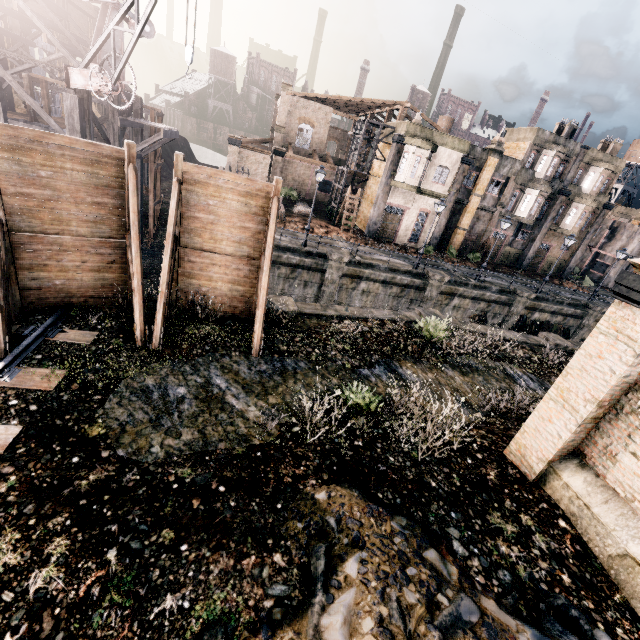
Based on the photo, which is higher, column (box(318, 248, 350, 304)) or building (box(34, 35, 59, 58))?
building (box(34, 35, 59, 58))

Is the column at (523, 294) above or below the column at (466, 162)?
below

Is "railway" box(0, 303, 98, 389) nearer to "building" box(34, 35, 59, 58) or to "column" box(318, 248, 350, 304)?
"column" box(318, 248, 350, 304)

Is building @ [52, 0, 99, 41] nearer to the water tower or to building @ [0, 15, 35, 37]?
building @ [0, 15, 35, 37]

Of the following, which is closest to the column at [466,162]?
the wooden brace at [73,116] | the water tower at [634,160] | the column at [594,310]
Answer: the column at [594,310]

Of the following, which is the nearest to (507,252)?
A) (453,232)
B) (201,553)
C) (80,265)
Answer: (453,232)

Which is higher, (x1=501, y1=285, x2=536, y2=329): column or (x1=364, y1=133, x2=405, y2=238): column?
(x1=364, y1=133, x2=405, y2=238): column

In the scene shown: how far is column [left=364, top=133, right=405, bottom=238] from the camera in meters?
29.6 m
